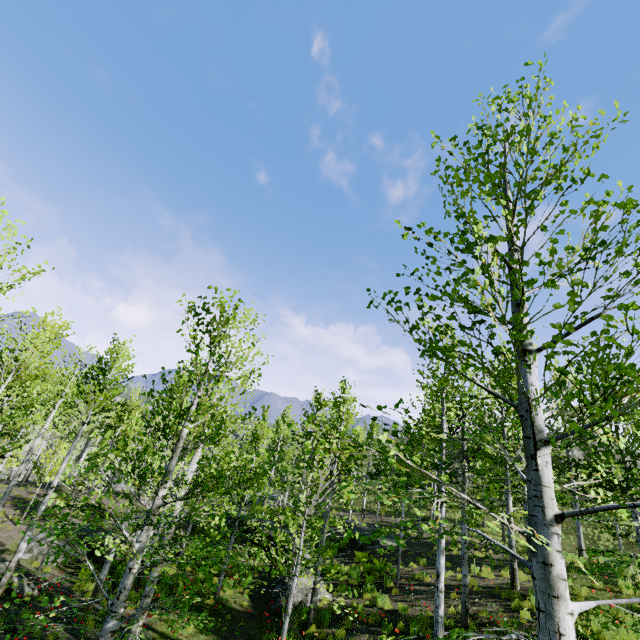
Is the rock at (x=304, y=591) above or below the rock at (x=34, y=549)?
above

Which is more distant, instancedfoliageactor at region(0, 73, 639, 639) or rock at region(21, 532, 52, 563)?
rock at region(21, 532, 52, 563)

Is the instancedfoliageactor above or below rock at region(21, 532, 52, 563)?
above

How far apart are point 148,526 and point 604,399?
6.4 meters

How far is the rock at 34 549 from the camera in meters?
16.0 m

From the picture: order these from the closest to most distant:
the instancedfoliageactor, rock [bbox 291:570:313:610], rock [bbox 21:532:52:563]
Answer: the instancedfoliageactor < rock [bbox 291:570:313:610] < rock [bbox 21:532:52:563]

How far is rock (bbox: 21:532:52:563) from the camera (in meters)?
16.02
